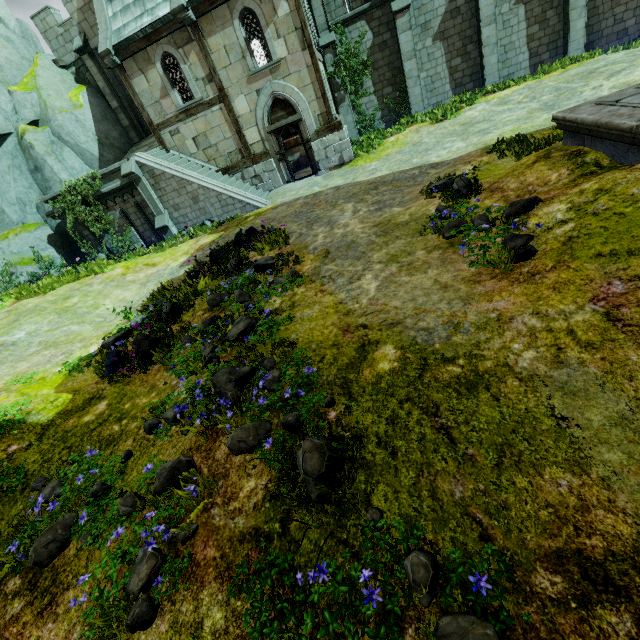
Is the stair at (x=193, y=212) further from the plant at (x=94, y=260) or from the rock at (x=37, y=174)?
the plant at (x=94, y=260)

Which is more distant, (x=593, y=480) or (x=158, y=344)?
(x=158, y=344)

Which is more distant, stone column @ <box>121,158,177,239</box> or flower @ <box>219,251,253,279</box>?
stone column @ <box>121,158,177,239</box>

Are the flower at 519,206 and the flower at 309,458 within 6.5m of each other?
yes

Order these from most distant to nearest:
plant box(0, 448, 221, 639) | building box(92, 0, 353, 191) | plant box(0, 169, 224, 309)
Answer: building box(92, 0, 353, 191) < plant box(0, 169, 224, 309) < plant box(0, 448, 221, 639)

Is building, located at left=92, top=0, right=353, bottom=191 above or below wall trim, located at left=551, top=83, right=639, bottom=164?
above

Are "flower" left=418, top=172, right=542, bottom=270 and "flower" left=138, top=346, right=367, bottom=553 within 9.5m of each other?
yes

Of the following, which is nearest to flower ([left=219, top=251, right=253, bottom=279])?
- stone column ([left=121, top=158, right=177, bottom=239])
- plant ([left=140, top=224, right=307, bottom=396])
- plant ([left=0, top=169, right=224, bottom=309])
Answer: plant ([left=140, top=224, right=307, bottom=396])
